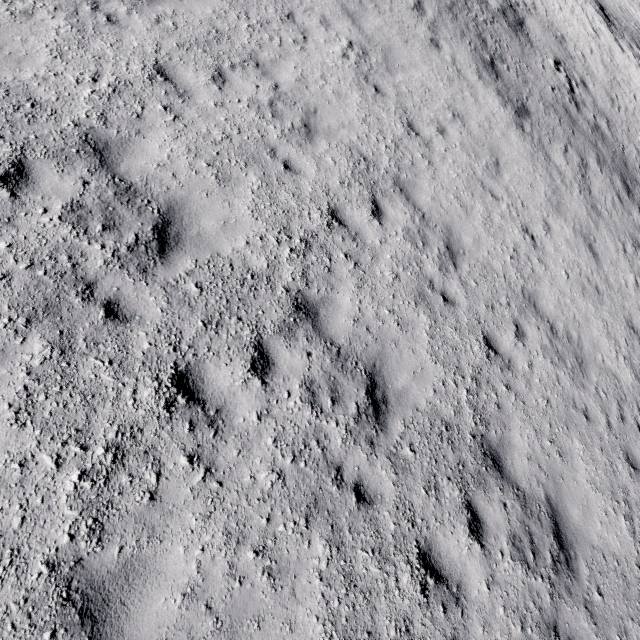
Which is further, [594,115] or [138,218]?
[594,115]
